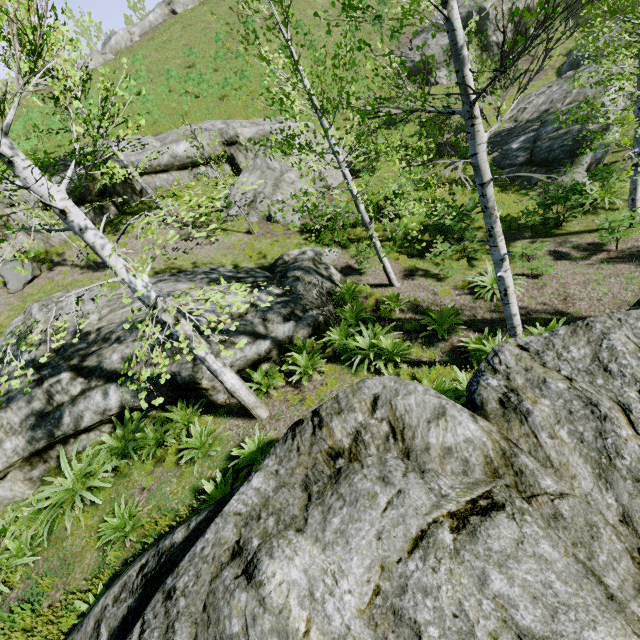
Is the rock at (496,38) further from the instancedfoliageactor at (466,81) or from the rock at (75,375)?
the rock at (75,375)

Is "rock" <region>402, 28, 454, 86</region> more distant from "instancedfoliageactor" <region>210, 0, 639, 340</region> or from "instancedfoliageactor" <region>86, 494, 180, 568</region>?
"instancedfoliageactor" <region>86, 494, 180, 568</region>

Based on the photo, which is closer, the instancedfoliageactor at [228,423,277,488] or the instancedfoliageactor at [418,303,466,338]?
the instancedfoliageactor at [228,423,277,488]

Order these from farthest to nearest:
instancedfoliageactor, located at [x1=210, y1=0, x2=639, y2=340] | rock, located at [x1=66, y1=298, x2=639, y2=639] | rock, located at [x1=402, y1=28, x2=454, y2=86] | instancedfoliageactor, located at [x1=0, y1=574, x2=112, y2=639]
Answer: rock, located at [x1=402, y1=28, x2=454, y2=86] < instancedfoliageactor, located at [x1=0, y1=574, x2=112, y2=639] < instancedfoliageactor, located at [x1=210, y1=0, x2=639, y2=340] < rock, located at [x1=66, y1=298, x2=639, y2=639]

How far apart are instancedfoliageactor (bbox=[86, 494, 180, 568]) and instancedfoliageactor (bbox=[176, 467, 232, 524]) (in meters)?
1.32

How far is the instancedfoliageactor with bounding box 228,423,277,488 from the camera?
5.76m

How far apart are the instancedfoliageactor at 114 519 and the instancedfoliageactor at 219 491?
1.3m

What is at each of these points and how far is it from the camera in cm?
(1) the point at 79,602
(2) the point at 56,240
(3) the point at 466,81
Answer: (1) instancedfoliageactor, 484
(2) rock, 1502
(3) instancedfoliageactor, 364
